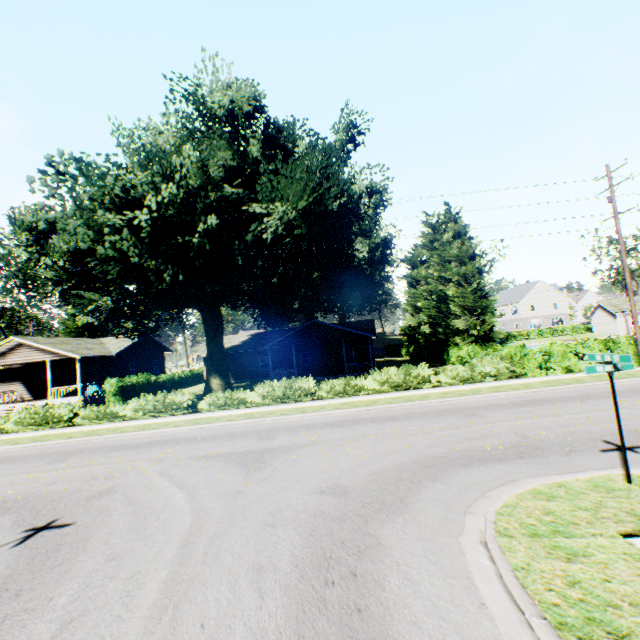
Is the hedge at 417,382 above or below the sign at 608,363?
below

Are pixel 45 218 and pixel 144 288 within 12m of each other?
yes

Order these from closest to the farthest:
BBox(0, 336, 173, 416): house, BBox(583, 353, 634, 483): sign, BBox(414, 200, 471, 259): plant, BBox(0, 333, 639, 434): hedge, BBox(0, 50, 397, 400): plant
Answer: BBox(583, 353, 634, 483): sign, BBox(0, 50, 397, 400): plant, BBox(0, 333, 639, 434): hedge, BBox(0, 336, 173, 416): house, BBox(414, 200, 471, 259): plant

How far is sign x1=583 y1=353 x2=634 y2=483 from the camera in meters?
6.1

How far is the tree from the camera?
30.03m

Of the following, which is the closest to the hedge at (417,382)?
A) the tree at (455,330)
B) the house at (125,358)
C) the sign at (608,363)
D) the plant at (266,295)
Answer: the tree at (455,330)

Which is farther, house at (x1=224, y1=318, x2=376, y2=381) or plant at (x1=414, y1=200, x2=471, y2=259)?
plant at (x1=414, y1=200, x2=471, y2=259)

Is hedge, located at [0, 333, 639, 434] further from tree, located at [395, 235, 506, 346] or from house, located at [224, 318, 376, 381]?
house, located at [224, 318, 376, 381]
